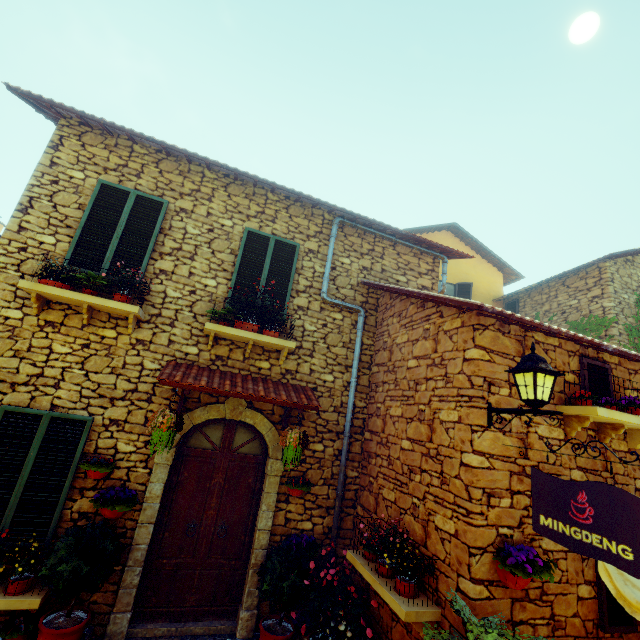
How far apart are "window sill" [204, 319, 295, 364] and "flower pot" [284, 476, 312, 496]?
1.99m

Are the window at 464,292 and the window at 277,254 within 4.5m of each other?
no

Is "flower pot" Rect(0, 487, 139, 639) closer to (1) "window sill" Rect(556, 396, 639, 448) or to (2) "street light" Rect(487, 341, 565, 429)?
(2) "street light" Rect(487, 341, 565, 429)

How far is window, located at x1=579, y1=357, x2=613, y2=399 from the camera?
4.5 meters

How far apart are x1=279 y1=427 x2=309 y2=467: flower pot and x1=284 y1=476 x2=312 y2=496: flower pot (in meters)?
0.45

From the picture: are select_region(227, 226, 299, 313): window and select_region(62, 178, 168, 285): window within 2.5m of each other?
yes

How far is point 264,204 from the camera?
6.5 meters

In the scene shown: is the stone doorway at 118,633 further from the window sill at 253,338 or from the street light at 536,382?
the street light at 536,382
